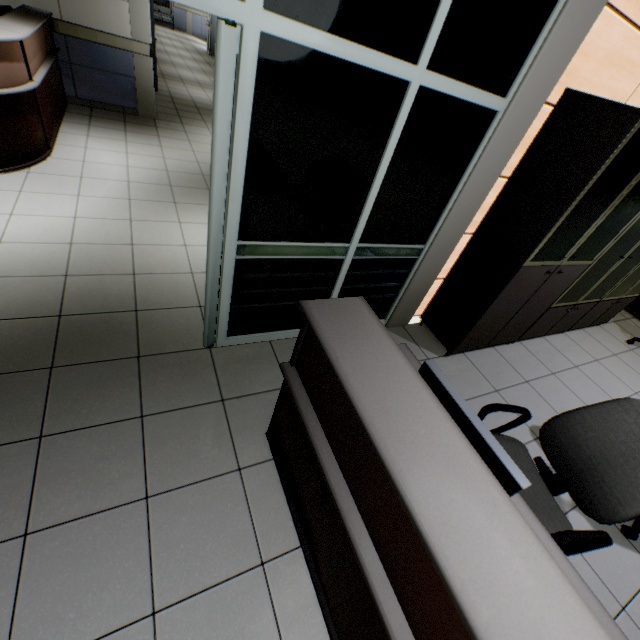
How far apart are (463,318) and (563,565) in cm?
204

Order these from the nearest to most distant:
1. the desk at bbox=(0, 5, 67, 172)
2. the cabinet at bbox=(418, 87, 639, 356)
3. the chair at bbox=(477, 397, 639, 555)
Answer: the chair at bbox=(477, 397, 639, 555), the cabinet at bbox=(418, 87, 639, 356), the desk at bbox=(0, 5, 67, 172)

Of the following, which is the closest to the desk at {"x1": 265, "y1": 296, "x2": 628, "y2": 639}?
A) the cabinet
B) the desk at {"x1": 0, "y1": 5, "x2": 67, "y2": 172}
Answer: the cabinet

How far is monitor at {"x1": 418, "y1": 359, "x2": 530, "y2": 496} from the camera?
1.0m

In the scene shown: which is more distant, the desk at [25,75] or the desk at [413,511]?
the desk at [25,75]

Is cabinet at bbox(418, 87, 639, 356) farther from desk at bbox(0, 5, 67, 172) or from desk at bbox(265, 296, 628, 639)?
desk at bbox(0, 5, 67, 172)

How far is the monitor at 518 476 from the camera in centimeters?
103cm

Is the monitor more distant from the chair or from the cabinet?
the cabinet
